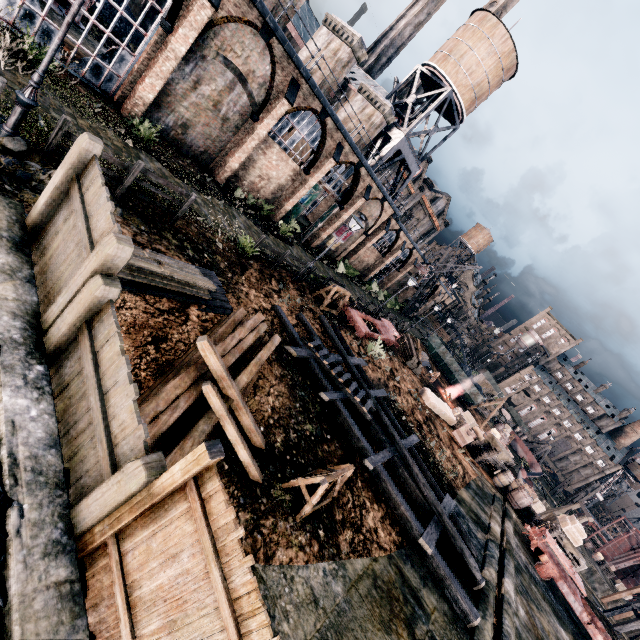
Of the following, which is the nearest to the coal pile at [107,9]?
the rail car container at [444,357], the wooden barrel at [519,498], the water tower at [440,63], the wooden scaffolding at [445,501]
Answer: the water tower at [440,63]

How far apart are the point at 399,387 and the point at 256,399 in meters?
14.7

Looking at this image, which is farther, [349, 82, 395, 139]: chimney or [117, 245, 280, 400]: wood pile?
[349, 82, 395, 139]: chimney

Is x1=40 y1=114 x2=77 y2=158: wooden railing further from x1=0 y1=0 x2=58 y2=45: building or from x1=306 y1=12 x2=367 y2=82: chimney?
x1=306 y1=12 x2=367 y2=82: chimney

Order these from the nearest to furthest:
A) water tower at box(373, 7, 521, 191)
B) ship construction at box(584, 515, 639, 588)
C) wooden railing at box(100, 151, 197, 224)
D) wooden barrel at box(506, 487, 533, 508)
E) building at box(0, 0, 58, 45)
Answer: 1. wooden railing at box(100, 151, 197, 224)
2. building at box(0, 0, 58, 45)
3. wooden barrel at box(506, 487, 533, 508)
4. water tower at box(373, 7, 521, 191)
5. ship construction at box(584, 515, 639, 588)

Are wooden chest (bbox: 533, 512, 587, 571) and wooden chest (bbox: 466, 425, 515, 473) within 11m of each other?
yes

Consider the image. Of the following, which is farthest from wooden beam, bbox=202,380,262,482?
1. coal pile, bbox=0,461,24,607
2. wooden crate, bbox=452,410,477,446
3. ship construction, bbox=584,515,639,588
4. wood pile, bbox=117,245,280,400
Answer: ship construction, bbox=584,515,639,588

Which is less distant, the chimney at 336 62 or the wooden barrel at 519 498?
the wooden barrel at 519 498
